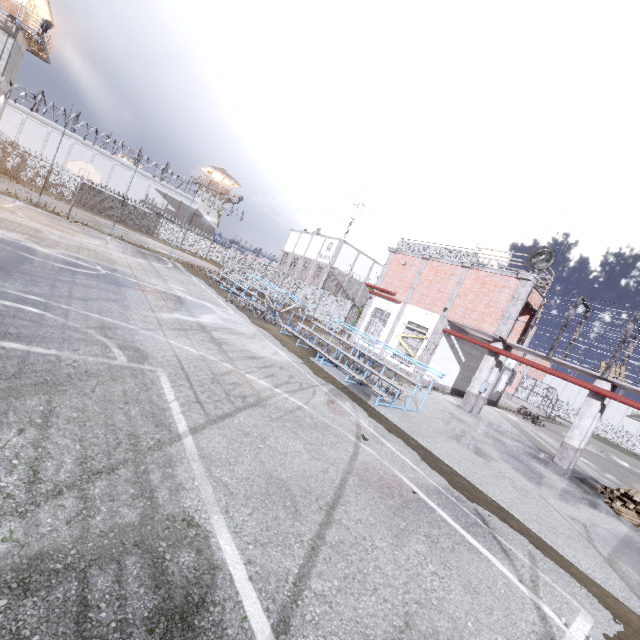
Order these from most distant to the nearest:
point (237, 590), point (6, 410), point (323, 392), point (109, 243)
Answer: point (109, 243), point (323, 392), point (6, 410), point (237, 590)

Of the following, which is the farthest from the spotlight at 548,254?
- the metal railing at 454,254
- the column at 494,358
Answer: the column at 494,358

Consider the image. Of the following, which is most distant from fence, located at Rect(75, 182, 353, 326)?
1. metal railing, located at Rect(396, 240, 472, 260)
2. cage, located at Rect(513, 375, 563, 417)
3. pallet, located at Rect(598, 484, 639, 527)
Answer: pallet, located at Rect(598, 484, 639, 527)

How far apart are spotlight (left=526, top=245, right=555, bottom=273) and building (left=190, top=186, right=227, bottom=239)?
51.7 meters

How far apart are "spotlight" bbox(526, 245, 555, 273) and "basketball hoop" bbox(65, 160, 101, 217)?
24.59m

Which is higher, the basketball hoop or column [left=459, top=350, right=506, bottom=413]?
the basketball hoop

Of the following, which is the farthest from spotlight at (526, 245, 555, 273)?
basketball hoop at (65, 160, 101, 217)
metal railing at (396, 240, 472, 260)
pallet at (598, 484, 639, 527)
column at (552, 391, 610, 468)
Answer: basketball hoop at (65, 160, 101, 217)

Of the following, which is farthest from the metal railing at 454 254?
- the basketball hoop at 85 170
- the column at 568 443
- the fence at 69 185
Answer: the basketball hoop at 85 170
